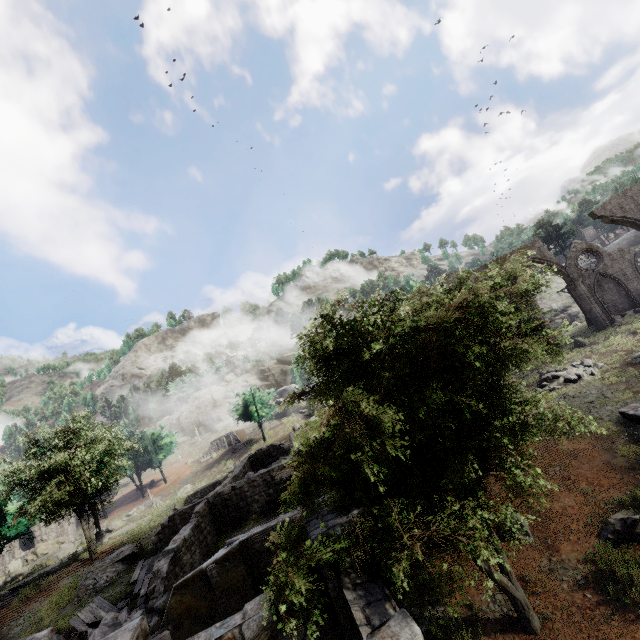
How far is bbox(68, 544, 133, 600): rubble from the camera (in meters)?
19.95

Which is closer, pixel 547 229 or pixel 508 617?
pixel 508 617

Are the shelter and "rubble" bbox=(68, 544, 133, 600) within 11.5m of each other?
no

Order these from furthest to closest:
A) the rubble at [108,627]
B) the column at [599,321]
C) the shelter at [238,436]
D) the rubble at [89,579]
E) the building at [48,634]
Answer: the shelter at [238,436], the column at [599,321], the rubble at [89,579], the rubble at [108,627], the building at [48,634]

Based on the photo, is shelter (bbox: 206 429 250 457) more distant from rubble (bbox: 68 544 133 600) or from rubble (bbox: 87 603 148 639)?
rubble (bbox: 87 603 148 639)

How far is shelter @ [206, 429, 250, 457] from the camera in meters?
57.0

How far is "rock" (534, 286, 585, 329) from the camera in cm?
3816

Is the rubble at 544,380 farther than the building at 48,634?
Yes
